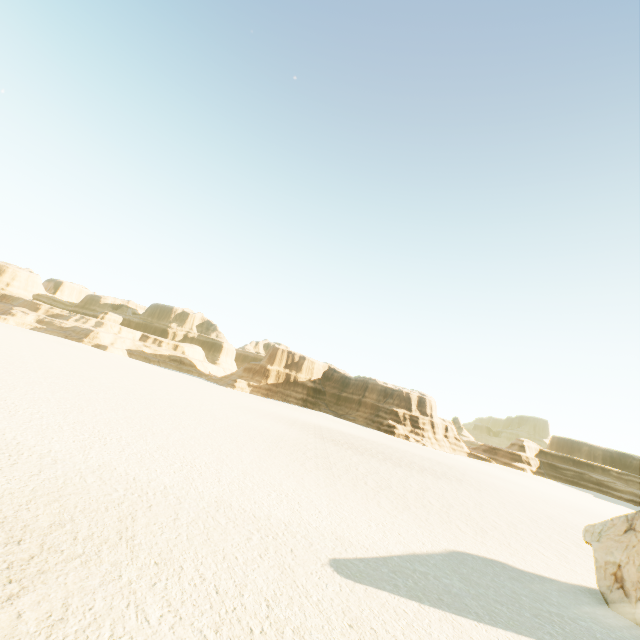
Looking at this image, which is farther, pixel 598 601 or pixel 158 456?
pixel 158 456
